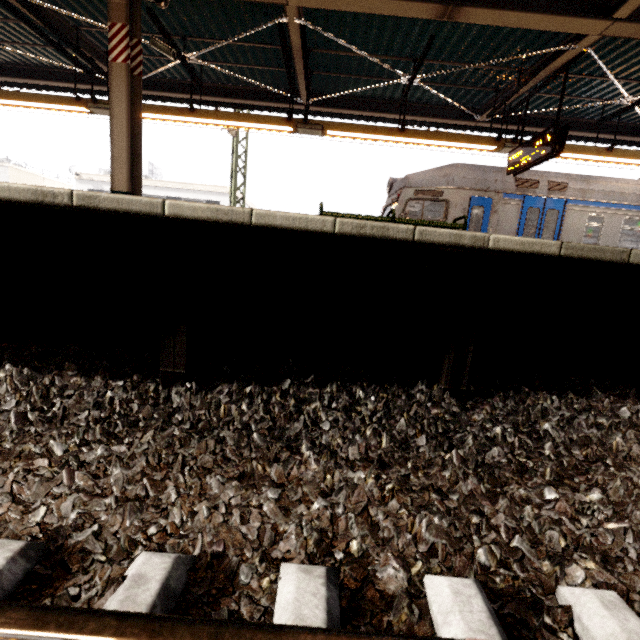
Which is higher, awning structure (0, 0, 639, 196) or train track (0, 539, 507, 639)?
awning structure (0, 0, 639, 196)

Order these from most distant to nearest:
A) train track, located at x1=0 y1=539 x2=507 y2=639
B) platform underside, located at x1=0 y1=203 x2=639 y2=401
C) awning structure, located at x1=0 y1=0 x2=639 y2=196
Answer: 1. awning structure, located at x1=0 y1=0 x2=639 y2=196
2. platform underside, located at x1=0 y1=203 x2=639 y2=401
3. train track, located at x1=0 y1=539 x2=507 y2=639

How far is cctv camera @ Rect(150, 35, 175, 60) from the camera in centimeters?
611cm

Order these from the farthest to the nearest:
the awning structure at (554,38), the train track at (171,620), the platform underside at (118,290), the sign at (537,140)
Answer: the sign at (537,140) → the awning structure at (554,38) → the platform underside at (118,290) → the train track at (171,620)

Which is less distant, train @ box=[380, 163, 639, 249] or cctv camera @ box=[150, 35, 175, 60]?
cctv camera @ box=[150, 35, 175, 60]

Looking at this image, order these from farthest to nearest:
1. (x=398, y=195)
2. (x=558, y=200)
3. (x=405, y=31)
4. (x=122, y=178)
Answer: (x=398, y=195) → (x=558, y=200) → (x=405, y=31) → (x=122, y=178)

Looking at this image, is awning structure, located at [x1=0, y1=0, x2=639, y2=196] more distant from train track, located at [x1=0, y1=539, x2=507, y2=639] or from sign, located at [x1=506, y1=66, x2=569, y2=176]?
train track, located at [x1=0, y1=539, x2=507, y2=639]

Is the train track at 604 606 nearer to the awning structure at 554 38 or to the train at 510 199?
the train at 510 199
